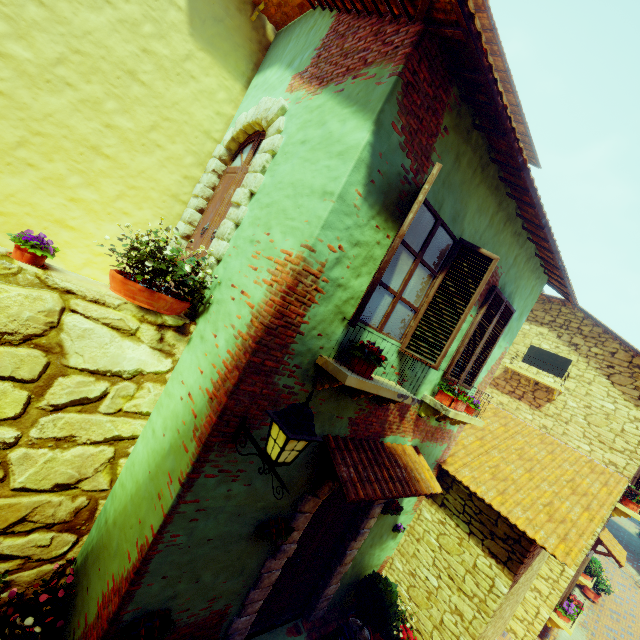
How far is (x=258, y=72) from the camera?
5.6 meters

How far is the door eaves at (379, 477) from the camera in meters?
3.7 m

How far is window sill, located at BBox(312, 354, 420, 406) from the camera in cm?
316

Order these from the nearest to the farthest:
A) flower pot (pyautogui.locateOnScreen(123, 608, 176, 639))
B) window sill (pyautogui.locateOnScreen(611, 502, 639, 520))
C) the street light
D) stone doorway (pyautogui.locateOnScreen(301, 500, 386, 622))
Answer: the street light < flower pot (pyautogui.locateOnScreen(123, 608, 176, 639)) < stone doorway (pyautogui.locateOnScreen(301, 500, 386, 622)) < window sill (pyautogui.locateOnScreen(611, 502, 639, 520))

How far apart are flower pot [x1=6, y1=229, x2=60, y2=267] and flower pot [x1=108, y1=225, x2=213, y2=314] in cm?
50

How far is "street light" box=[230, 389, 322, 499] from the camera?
2.5m

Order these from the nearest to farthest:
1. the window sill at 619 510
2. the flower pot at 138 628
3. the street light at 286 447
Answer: the street light at 286 447 < the flower pot at 138 628 < the window sill at 619 510

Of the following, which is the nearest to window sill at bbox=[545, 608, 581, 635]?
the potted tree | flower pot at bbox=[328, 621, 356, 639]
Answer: the potted tree
